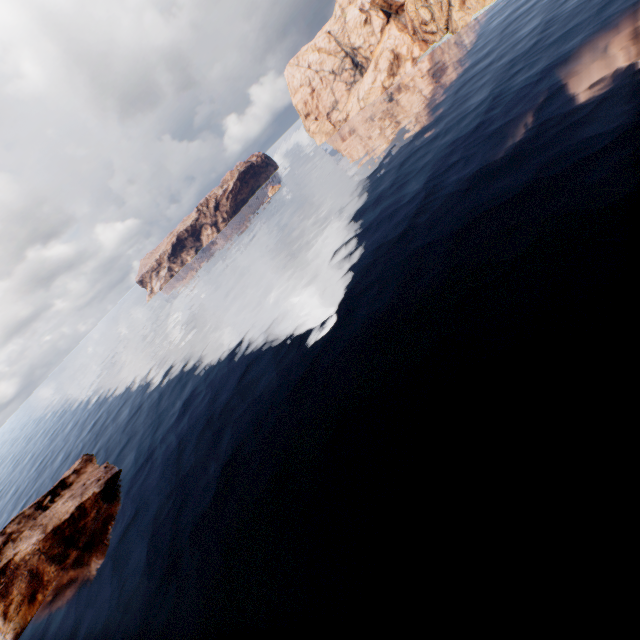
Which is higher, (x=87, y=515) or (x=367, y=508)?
(x=87, y=515)
